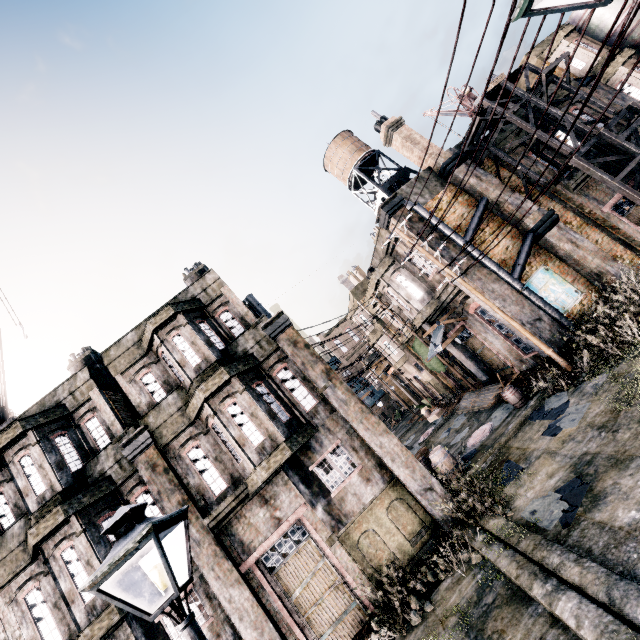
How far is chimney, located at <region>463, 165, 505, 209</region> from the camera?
17.4m

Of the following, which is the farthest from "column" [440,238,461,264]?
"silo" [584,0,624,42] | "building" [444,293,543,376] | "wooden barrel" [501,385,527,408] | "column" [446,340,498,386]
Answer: "silo" [584,0,624,42]

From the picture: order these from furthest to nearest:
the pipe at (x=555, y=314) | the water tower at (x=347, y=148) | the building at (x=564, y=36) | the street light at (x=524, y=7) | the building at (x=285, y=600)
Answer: the water tower at (x=347, y=148) < the building at (x=564, y=36) < the pipe at (x=555, y=314) < the building at (x=285, y=600) < the street light at (x=524, y=7)

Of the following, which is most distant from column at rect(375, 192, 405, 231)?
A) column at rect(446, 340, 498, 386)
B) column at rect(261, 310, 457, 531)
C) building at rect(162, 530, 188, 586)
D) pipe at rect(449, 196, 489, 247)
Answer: building at rect(162, 530, 188, 586)

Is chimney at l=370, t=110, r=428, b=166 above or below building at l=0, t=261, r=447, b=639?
above

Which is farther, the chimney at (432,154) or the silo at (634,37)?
the silo at (634,37)

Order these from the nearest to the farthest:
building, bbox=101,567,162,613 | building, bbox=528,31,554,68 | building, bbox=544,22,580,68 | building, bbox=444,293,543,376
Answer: building, bbox=101,567,162,613
building, bbox=444,293,543,376
building, bbox=544,22,580,68
building, bbox=528,31,554,68

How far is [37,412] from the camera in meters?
13.1
